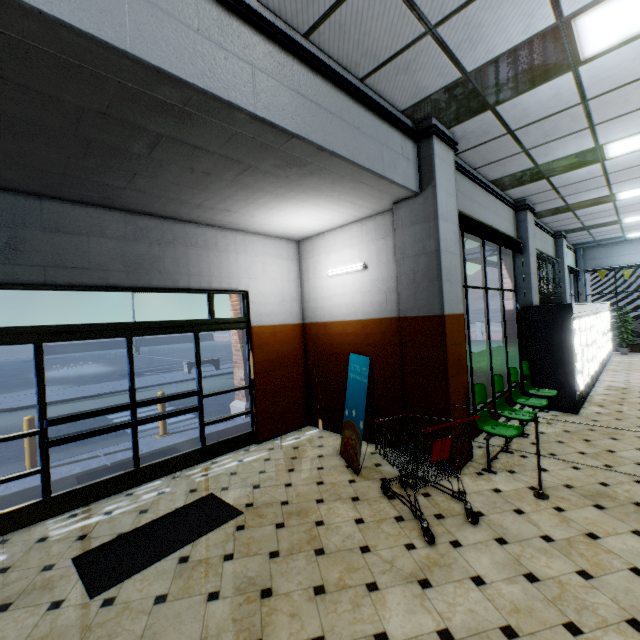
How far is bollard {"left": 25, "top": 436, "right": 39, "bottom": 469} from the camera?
5.3 meters

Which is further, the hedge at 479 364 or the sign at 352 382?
the hedge at 479 364

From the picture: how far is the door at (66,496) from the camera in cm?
401

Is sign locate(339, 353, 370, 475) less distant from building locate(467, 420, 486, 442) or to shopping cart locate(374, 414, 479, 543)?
building locate(467, 420, 486, 442)

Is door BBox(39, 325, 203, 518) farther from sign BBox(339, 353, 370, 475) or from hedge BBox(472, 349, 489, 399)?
hedge BBox(472, 349, 489, 399)

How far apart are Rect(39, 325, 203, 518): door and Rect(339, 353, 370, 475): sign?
2.3 meters

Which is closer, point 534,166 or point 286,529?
point 286,529

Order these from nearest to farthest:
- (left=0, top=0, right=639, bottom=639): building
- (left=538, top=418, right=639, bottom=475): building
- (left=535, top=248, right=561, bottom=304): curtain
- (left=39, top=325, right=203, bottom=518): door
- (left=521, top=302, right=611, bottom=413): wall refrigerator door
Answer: (left=0, top=0, right=639, bottom=639): building, (left=39, top=325, right=203, bottom=518): door, (left=538, top=418, right=639, bottom=475): building, (left=521, top=302, right=611, bottom=413): wall refrigerator door, (left=535, top=248, right=561, bottom=304): curtain
